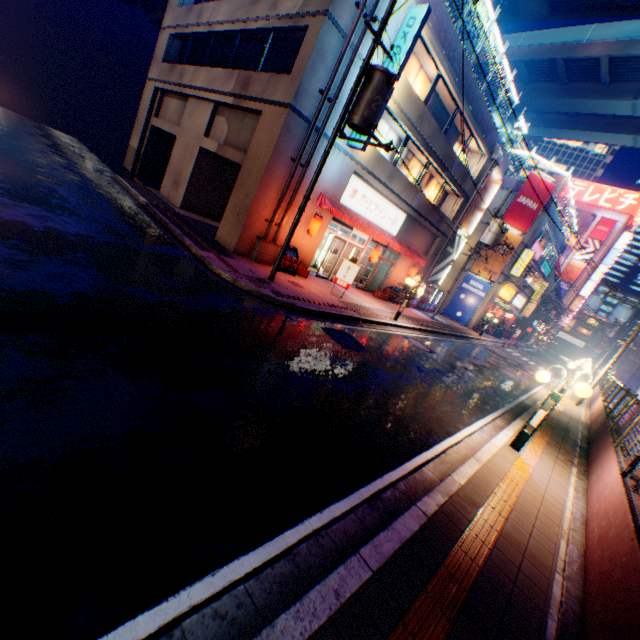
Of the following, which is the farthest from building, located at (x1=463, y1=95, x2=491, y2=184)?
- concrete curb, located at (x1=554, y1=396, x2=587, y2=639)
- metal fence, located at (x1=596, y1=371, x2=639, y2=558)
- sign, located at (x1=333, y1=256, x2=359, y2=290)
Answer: sign, located at (x1=333, y1=256, x2=359, y2=290)

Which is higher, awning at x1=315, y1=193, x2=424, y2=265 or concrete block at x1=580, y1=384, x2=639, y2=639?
awning at x1=315, y1=193, x2=424, y2=265

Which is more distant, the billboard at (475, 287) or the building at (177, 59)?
the billboard at (475, 287)

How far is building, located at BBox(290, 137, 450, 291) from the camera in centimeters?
1423cm

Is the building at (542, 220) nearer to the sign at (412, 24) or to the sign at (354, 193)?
the sign at (354, 193)

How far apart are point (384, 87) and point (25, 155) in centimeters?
1421cm

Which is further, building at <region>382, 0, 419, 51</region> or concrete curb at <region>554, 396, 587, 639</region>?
building at <region>382, 0, 419, 51</region>

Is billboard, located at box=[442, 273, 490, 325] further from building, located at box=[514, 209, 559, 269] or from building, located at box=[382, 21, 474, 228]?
building, located at box=[382, 21, 474, 228]
